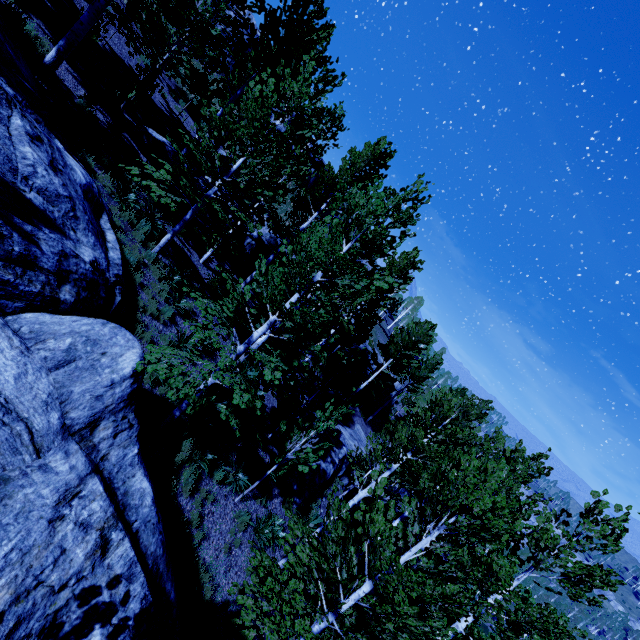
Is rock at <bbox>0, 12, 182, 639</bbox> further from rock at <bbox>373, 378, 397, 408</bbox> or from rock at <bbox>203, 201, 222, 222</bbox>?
rock at <bbox>373, 378, 397, 408</bbox>

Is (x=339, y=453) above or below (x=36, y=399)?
below

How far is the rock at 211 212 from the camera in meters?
16.9

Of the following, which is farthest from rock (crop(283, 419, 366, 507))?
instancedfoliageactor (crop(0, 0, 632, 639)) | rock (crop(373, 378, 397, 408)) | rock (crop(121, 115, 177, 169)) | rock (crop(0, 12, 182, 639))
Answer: rock (crop(121, 115, 177, 169))

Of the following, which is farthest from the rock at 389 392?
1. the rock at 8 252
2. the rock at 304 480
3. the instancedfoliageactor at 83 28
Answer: the rock at 8 252

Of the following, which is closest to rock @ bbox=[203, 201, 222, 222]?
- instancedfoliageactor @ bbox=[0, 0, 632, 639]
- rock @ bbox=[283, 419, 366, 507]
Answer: instancedfoliageactor @ bbox=[0, 0, 632, 639]

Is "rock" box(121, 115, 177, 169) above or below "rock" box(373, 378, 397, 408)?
above

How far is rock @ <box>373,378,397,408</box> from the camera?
32.00m
